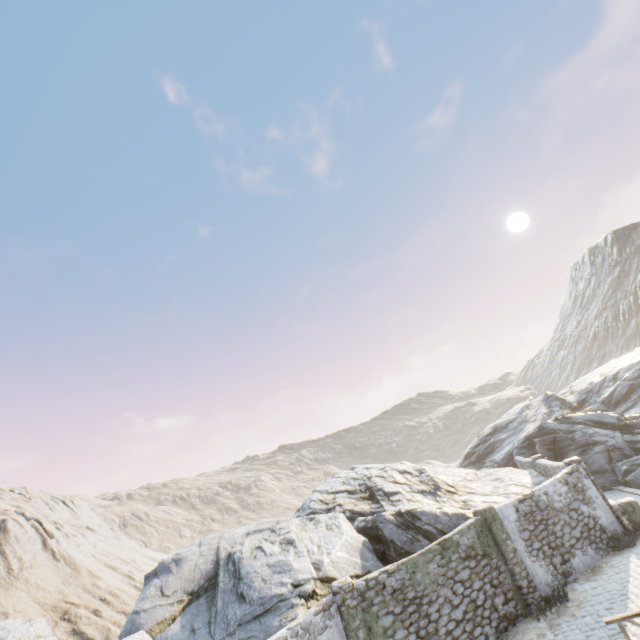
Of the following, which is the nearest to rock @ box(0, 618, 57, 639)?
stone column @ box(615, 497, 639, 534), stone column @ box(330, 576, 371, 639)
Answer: stone column @ box(330, 576, 371, 639)

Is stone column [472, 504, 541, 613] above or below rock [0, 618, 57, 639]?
below

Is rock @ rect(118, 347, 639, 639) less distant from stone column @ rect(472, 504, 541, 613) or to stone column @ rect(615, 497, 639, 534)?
stone column @ rect(472, 504, 541, 613)

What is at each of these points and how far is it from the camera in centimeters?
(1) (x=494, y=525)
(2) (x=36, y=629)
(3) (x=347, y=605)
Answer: (1) stone column, 1213cm
(2) rock, 1063cm
(3) stone column, 984cm

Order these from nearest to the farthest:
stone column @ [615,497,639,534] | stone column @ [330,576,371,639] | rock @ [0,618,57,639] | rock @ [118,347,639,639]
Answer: rock @ [0,618,57,639] → stone column @ [330,576,371,639] → rock @ [118,347,639,639] → stone column @ [615,497,639,534]

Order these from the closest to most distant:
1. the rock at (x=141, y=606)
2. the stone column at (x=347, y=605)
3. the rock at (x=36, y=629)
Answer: the rock at (x=36, y=629) → the stone column at (x=347, y=605) → the rock at (x=141, y=606)

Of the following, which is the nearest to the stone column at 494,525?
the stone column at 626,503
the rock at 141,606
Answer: the rock at 141,606
